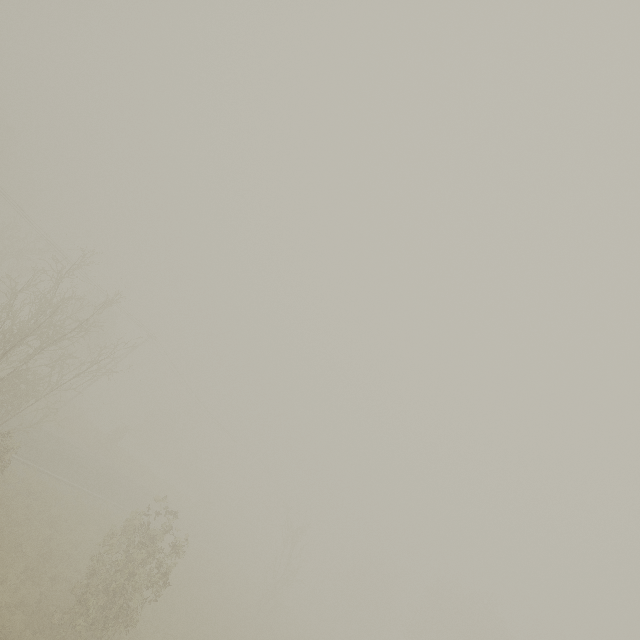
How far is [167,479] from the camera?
52.09m
